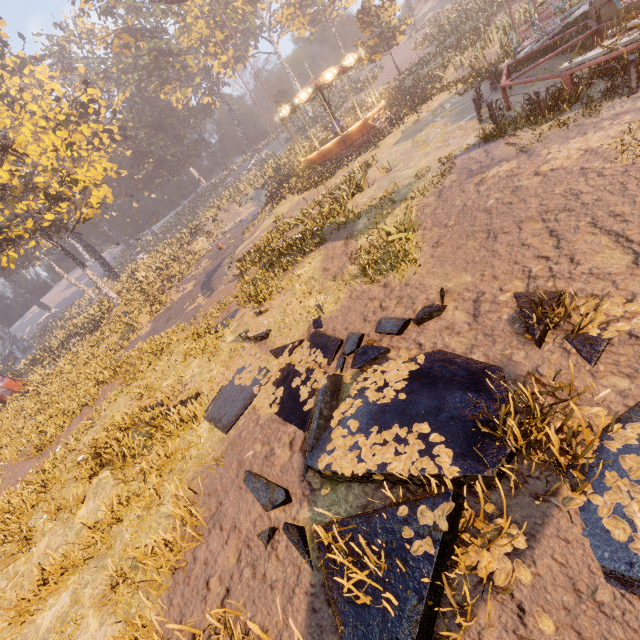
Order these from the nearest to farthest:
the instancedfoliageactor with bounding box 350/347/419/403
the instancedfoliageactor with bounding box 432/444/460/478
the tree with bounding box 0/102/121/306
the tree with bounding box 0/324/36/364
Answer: the instancedfoliageactor with bounding box 432/444/460/478 < the instancedfoliageactor with bounding box 350/347/419/403 < the tree with bounding box 0/102/121/306 < the tree with bounding box 0/324/36/364

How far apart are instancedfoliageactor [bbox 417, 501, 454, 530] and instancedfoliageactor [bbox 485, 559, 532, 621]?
0.35m

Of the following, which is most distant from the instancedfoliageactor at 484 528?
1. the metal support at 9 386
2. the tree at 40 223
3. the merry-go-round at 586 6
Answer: the tree at 40 223

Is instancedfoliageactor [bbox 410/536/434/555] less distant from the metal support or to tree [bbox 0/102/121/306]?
the metal support

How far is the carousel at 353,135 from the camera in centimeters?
2189cm

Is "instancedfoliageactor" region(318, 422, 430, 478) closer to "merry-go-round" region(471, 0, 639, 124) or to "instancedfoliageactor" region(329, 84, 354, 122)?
"merry-go-round" region(471, 0, 639, 124)

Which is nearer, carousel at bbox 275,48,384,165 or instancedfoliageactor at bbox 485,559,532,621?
instancedfoliageactor at bbox 485,559,532,621

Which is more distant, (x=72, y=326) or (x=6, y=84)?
(x=6, y=84)
